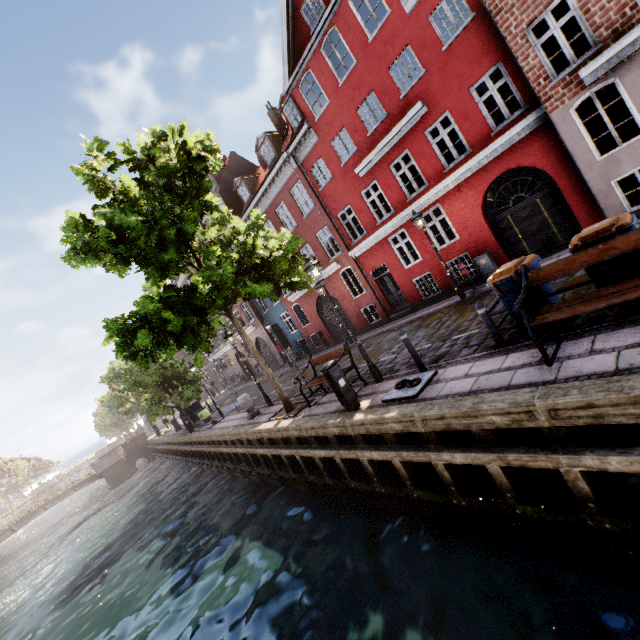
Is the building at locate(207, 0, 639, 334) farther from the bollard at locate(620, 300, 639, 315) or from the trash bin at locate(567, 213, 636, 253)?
the bollard at locate(620, 300, 639, 315)

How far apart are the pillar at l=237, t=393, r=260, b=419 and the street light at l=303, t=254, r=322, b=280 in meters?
7.2 m

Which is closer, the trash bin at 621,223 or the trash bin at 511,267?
the trash bin at 621,223

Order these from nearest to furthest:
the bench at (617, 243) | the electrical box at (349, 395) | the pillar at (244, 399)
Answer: the bench at (617, 243) < the electrical box at (349, 395) < the pillar at (244, 399)

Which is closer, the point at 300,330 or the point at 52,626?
the point at 52,626

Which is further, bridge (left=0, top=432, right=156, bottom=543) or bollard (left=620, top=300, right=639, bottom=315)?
bridge (left=0, top=432, right=156, bottom=543)

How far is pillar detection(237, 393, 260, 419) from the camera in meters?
13.9 m

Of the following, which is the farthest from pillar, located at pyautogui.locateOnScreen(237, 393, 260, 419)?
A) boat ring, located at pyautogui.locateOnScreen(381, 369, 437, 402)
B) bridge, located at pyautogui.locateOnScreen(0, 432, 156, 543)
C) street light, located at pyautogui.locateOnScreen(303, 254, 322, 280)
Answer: bridge, located at pyautogui.locateOnScreen(0, 432, 156, 543)
